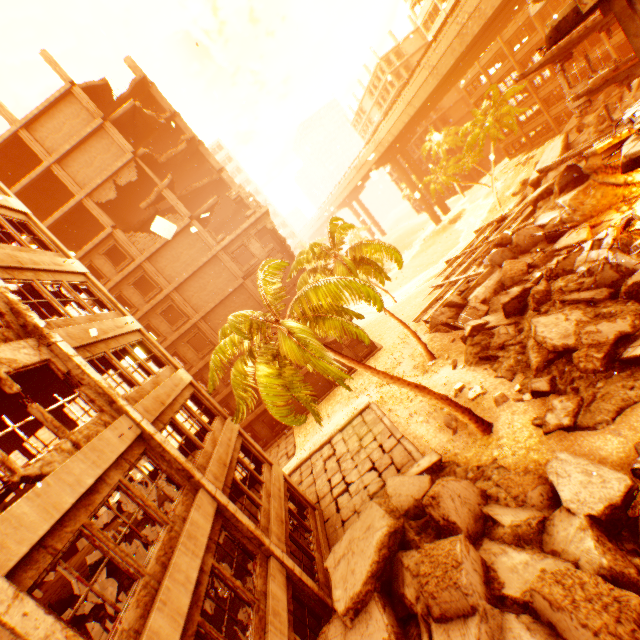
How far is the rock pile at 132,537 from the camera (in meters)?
7.40

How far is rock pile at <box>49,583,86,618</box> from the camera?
6.5 meters

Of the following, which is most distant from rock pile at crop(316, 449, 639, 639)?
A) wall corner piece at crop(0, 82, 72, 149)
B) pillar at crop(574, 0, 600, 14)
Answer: wall corner piece at crop(0, 82, 72, 149)

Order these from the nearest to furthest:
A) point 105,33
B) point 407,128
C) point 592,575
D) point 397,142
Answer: point 592,575 → point 105,33 → point 407,128 → point 397,142

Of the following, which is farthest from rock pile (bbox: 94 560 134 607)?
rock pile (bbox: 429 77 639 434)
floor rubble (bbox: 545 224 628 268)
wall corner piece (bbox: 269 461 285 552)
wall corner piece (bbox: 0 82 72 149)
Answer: wall corner piece (bbox: 0 82 72 149)

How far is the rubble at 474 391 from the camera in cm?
1381

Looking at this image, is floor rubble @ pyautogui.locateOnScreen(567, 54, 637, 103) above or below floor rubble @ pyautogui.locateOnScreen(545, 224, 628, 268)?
above

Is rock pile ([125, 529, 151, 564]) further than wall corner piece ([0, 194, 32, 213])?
No
